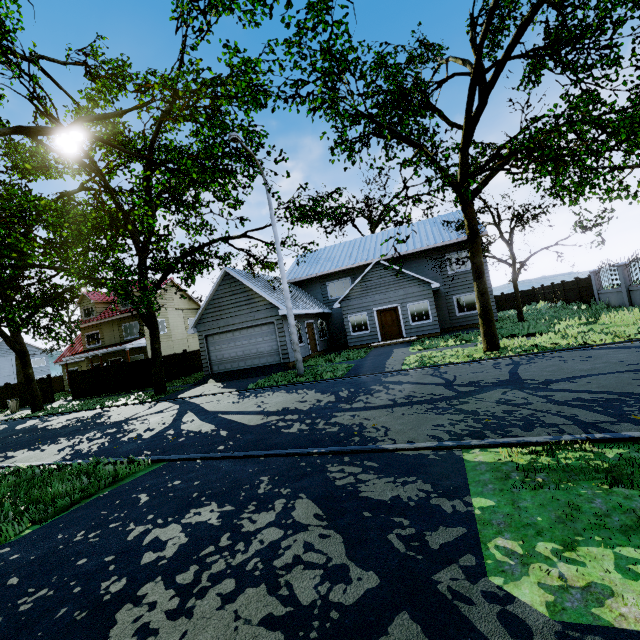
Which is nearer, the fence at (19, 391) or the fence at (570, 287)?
the fence at (570, 287)

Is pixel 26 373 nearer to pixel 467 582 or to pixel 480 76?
pixel 467 582

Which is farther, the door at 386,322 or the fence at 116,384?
the fence at 116,384

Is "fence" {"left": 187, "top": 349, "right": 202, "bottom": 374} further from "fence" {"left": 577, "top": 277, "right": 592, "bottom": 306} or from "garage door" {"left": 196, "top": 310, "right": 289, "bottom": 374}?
"fence" {"left": 577, "top": 277, "right": 592, "bottom": 306}

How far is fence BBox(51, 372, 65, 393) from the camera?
35.44m

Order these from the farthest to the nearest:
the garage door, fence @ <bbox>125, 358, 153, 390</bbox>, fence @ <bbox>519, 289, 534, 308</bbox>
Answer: fence @ <bbox>519, 289, 534, 308</bbox>
fence @ <bbox>125, 358, 153, 390</bbox>
the garage door

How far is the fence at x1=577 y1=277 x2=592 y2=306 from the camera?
20.94m
